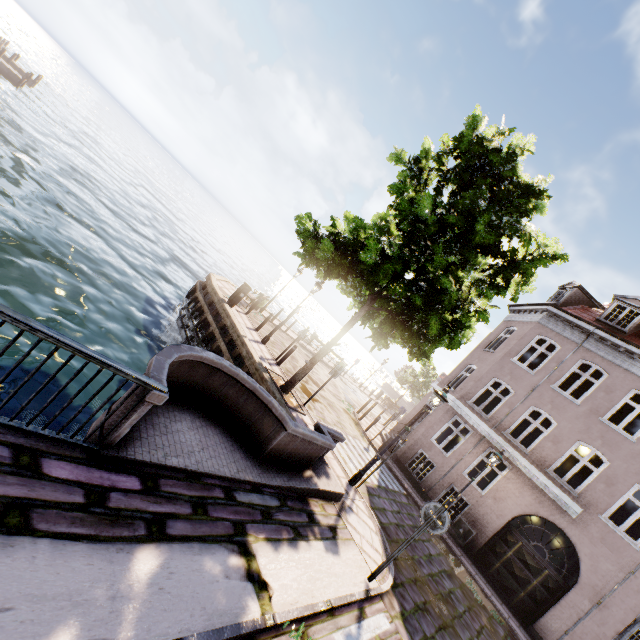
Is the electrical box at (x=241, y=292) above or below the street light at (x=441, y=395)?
below

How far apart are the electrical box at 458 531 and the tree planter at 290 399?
8.6 meters

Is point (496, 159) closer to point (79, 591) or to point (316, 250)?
point (316, 250)

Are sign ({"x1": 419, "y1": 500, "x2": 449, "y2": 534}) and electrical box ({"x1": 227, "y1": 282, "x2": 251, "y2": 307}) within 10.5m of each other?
no

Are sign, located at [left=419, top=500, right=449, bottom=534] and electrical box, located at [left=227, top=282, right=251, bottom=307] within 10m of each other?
no

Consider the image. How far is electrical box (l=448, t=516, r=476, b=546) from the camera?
13.1 meters

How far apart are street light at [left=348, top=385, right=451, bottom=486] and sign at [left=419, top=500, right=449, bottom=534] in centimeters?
284cm

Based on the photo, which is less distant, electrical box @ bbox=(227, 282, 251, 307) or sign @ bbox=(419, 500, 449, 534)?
sign @ bbox=(419, 500, 449, 534)
